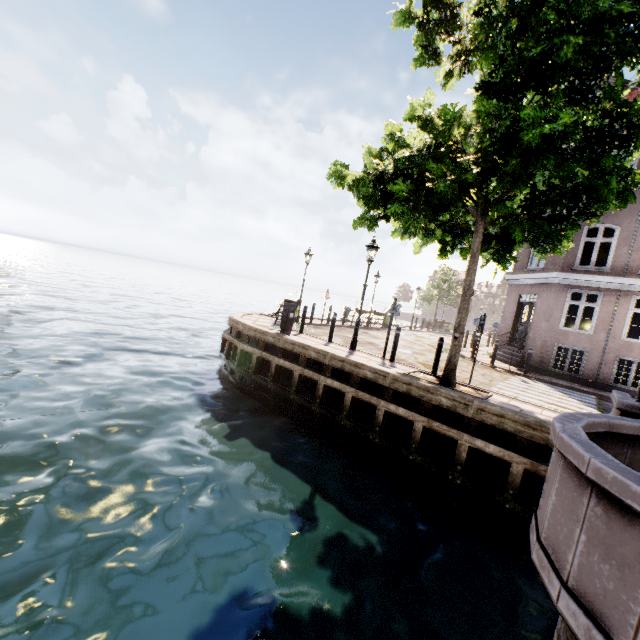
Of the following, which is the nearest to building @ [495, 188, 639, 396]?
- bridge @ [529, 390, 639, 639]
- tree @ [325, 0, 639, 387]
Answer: tree @ [325, 0, 639, 387]

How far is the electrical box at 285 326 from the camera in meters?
11.2 m

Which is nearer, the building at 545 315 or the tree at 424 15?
the tree at 424 15

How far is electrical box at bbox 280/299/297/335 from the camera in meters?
11.2

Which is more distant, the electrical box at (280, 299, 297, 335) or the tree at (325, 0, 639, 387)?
the electrical box at (280, 299, 297, 335)

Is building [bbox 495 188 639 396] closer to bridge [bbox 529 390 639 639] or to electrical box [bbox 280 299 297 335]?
bridge [bbox 529 390 639 639]

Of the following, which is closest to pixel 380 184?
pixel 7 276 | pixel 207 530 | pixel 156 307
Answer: pixel 207 530
